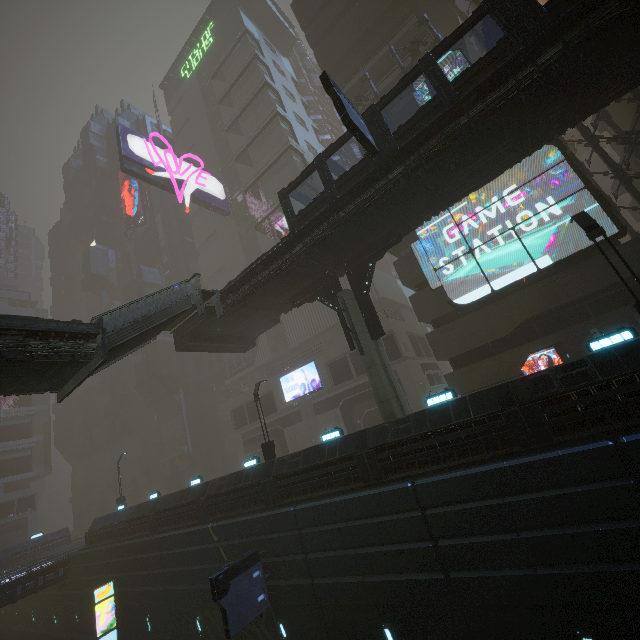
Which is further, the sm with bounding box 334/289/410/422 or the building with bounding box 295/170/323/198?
the building with bounding box 295/170/323/198

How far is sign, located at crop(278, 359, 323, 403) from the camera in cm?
3266

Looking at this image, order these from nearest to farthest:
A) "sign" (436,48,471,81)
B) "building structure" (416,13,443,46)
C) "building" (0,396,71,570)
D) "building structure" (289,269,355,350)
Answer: "building structure" (289,269,355,350) < "sign" (436,48,471,81) < "building structure" (416,13,443,46) < "building" (0,396,71,570)

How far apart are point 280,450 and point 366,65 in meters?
38.9 m

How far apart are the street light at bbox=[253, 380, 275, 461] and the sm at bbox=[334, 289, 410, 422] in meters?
7.4

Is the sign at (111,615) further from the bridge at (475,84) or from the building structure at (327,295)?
the bridge at (475,84)

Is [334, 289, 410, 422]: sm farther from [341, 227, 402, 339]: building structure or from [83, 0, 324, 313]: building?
[83, 0, 324, 313]: building

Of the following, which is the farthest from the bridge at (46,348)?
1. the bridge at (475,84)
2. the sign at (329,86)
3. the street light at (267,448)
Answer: the sign at (329,86)
